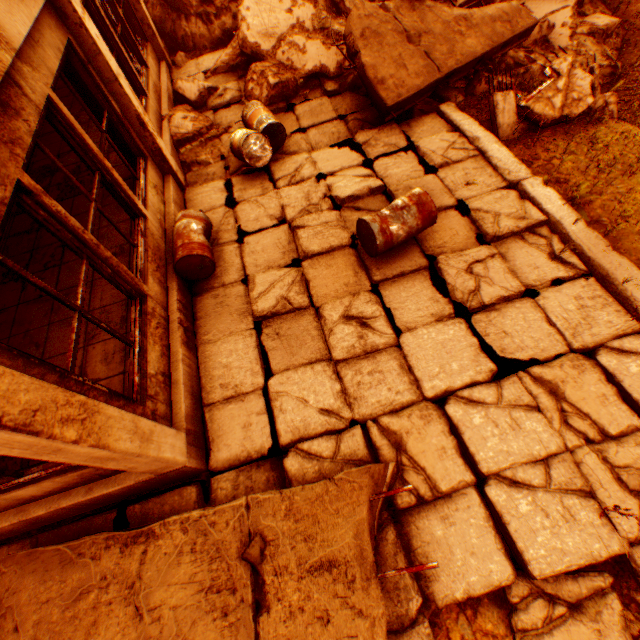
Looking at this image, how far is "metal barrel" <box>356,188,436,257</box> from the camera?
3.9 meters

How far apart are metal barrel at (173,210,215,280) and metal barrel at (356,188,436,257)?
2.03m

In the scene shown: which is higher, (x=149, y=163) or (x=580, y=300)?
(x=149, y=163)

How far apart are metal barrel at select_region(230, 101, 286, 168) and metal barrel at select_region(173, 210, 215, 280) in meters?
1.3

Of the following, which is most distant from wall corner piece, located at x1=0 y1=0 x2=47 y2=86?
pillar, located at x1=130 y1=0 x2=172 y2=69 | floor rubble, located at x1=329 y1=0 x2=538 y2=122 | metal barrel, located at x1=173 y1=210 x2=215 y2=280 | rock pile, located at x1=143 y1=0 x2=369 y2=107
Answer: pillar, located at x1=130 y1=0 x2=172 y2=69

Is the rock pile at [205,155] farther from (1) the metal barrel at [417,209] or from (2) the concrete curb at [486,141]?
(1) the metal barrel at [417,209]

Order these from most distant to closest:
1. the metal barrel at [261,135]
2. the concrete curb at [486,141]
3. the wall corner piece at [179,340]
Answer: the metal barrel at [261,135], the concrete curb at [486,141], the wall corner piece at [179,340]

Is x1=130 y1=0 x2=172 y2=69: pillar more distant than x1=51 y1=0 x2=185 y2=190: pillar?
Yes
